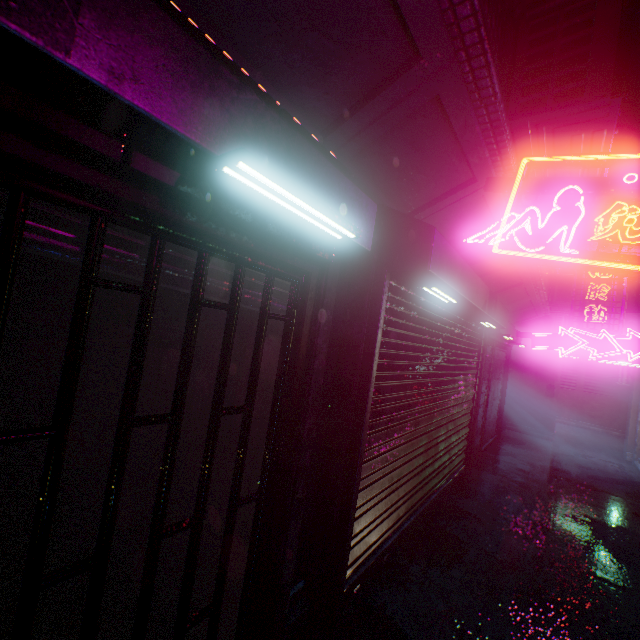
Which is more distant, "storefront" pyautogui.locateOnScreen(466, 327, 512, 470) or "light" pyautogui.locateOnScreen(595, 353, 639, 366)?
"light" pyautogui.locateOnScreen(595, 353, 639, 366)

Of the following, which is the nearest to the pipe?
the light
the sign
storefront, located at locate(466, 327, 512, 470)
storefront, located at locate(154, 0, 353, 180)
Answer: the sign

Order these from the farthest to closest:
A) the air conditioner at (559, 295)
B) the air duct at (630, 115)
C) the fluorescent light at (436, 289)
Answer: the air conditioner at (559, 295) → the air duct at (630, 115) → the fluorescent light at (436, 289)

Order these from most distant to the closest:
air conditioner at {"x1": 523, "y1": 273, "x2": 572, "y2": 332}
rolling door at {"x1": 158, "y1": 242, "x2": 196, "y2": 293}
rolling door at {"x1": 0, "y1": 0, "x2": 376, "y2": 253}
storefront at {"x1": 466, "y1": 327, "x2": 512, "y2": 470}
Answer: air conditioner at {"x1": 523, "y1": 273, "x2": 572, "y2": 332} < storefront at {"x1": 466, "y1": 327, "x2": 512, "y2": 470} < rolling door at {"x1": 158, "y1": 242, "x2": 196, "y2": 293} < rolling door at {"x1": 0, "y1": 0, "x2": 376, "y2": 253}

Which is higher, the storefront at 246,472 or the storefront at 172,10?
the storefront at 172,10

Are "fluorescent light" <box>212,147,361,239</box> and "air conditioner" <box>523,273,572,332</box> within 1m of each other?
no

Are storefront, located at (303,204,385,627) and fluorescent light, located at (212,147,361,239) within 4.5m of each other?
yes

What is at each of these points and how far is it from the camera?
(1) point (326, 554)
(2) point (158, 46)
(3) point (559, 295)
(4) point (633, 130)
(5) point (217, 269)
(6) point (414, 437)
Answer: (1) storefront, 2.24m
(2) rolling door, 0.86m
(3) air conditioner, 7.21m
(4) air duct, 4.50m
(5) rolling door, 1.45m
(6) rolling door, 3.18m
